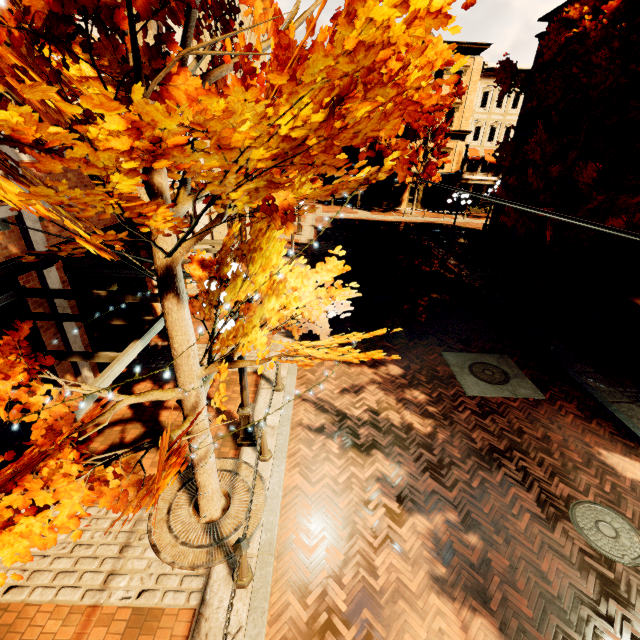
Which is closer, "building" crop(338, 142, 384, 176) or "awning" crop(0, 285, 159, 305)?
"awning" crop(0, 285, 159, 305)

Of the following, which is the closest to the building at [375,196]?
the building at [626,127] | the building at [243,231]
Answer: the building at [243,231]

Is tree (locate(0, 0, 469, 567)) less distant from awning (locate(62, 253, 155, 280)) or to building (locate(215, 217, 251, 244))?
building (locate(215, 217, 251, 244))

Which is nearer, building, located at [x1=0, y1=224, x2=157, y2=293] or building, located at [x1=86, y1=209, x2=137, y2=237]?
building, located at [x1=0, y1=224, x2=157, y2=293]

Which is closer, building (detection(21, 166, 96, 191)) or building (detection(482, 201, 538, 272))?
building (detection(21, 166, 96, 191))

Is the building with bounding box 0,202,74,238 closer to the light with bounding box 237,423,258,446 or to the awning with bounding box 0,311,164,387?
the awning with bounding box 0,311,164,387

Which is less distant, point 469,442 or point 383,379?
point 469,442

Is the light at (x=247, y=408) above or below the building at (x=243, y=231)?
below
